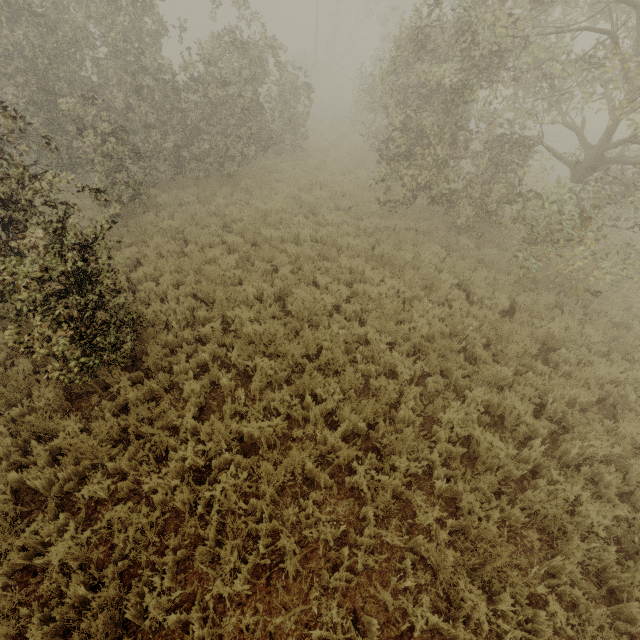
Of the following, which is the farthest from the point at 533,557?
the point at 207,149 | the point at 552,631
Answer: the point at 207,149
